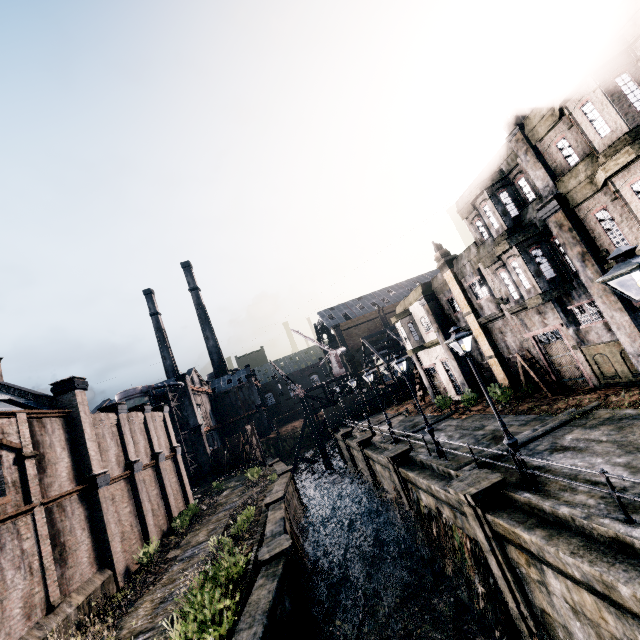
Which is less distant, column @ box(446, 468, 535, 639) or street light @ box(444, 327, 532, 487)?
column @ box(446, 468, 535, 639)

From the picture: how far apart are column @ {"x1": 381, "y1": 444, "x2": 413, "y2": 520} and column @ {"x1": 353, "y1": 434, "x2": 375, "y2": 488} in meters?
7.2

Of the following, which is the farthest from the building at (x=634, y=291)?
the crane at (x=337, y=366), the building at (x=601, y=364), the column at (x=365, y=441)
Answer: the crane at (x=337, y=366)

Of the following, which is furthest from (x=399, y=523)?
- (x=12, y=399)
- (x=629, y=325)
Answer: (x=12, y=399)

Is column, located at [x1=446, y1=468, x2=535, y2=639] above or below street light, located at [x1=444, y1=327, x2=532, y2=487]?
below

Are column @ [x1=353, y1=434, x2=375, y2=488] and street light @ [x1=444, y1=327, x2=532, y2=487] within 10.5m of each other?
no

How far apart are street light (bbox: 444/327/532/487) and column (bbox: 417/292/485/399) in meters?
15.8

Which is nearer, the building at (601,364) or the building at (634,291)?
the building at (634,291)
